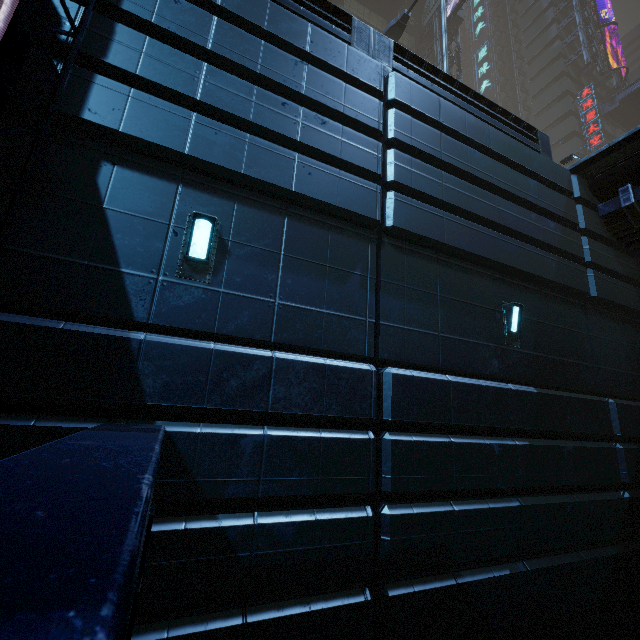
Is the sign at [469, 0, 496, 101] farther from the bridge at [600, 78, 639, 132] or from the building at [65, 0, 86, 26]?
the bridge at [600, 78, 639, 132]

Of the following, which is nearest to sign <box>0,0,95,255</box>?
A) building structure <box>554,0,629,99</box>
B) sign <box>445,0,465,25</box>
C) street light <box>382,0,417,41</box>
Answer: street light <box>382,0,417,41</box>

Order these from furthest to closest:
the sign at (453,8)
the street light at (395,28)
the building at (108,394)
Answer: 1. the sign at (453,8)
2. the street light at (395,28)
3. the building at (108,394)

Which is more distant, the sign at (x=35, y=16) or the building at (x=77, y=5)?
the building at (x=77, y=5)

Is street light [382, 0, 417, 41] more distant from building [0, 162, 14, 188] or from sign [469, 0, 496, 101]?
sign [469, 0, 496, 101]

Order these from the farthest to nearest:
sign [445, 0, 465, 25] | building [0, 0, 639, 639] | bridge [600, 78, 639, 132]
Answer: bridge [600, 78, 639, 132]
sign [445, 0, 465, 25]
building [0, 0, 639, 639]

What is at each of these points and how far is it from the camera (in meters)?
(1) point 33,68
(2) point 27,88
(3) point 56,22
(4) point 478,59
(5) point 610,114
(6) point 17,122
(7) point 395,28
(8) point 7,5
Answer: (1) building, 3.68
(2) building, 3.61
(3) building, 3.90
(4) sign, 48.97
(5) bridge, 37.28
(6) building, 3.69
(7) street light, 17.58
(8) building, 3.72

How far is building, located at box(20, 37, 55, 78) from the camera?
3.7m
